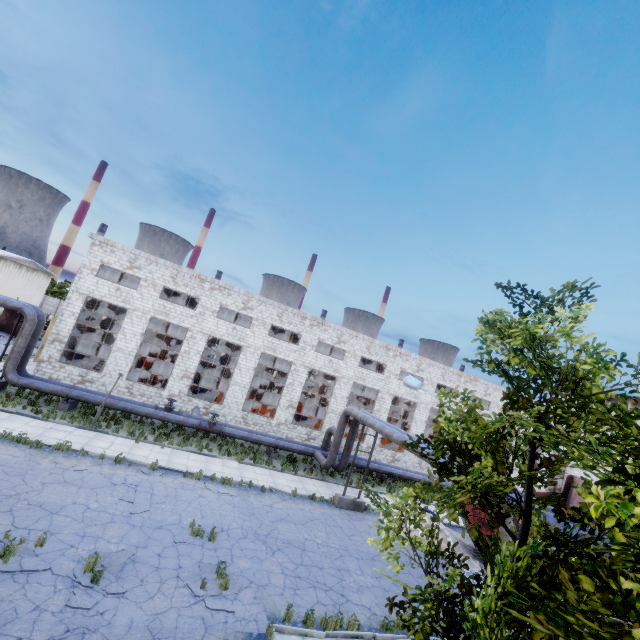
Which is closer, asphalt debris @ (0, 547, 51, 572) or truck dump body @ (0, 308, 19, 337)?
asphalt debris @ (0, 547, 51, 572)

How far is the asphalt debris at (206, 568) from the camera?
9.6 meters

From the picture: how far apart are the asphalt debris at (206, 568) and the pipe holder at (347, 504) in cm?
896

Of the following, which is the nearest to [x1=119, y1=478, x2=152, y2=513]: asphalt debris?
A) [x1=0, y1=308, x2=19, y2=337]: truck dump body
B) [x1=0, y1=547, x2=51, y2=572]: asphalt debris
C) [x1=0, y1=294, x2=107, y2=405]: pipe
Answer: [x1=0, y1=547, x2=51, y2=572]: asphalt debris

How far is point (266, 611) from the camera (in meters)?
9.37

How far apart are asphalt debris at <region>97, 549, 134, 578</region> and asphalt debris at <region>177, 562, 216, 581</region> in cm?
143

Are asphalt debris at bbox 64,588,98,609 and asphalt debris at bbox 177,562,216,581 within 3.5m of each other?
yes

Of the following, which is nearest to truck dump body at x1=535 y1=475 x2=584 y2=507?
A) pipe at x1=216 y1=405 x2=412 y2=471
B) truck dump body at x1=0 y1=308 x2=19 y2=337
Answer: pipe at x1=216 y1=405 x2=412 y2=471
